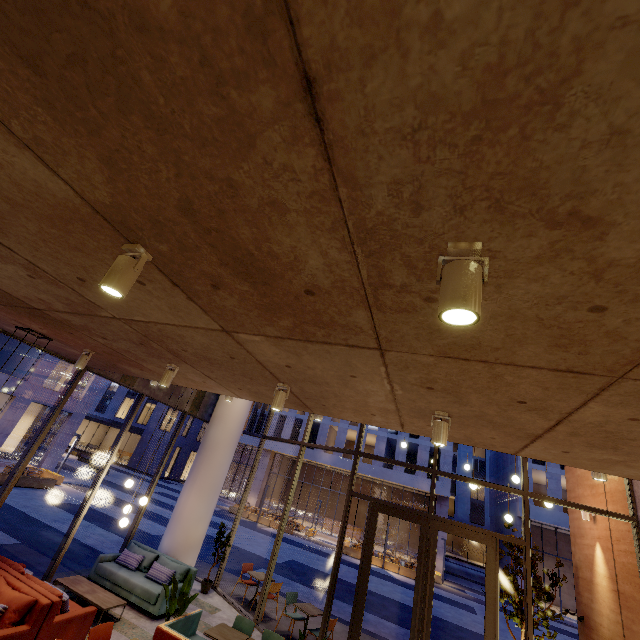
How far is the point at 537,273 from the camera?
1.4m

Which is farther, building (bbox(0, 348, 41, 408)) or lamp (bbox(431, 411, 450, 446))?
building (bbox(0, 348, 41, 408))

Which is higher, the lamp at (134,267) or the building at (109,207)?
the building at (109,207)

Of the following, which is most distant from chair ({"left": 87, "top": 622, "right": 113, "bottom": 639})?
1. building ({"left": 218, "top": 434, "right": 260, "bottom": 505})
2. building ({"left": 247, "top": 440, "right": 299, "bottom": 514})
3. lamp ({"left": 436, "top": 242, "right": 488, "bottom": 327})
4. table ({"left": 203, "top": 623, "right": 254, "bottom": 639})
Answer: building ({"left": 218, "top": 434, "right": 260, "bottom": 505})

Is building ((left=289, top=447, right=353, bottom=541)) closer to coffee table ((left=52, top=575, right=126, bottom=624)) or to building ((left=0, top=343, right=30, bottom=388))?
building ((left=0, top=343, right=30, bottom=388))

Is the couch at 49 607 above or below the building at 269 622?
above

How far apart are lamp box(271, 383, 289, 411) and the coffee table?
6.4m

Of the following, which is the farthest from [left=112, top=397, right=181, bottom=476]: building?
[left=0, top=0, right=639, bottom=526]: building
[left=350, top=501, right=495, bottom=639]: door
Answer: [left=350, top=501, right=495, bottom=639]: door
